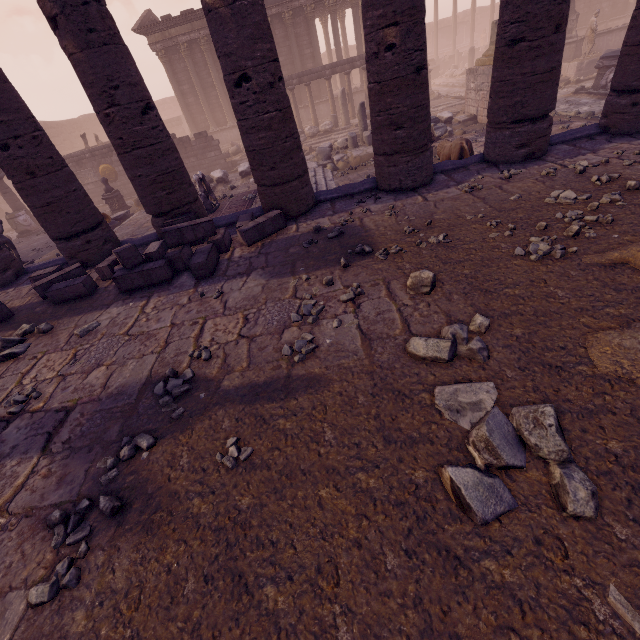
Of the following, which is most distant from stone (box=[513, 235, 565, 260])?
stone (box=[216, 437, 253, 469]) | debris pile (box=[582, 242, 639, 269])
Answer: stone (box=[216, 437, 253, 469])

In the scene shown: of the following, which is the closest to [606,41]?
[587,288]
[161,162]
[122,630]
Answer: [587,288]

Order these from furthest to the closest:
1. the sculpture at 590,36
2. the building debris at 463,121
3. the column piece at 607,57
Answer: the sculpture at 590,36 → the column piece at 607,57 → the building debris at 463,121

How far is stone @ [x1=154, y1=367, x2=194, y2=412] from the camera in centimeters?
302cm

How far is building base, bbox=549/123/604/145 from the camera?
6.23m

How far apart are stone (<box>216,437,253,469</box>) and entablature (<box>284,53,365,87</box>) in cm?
2146

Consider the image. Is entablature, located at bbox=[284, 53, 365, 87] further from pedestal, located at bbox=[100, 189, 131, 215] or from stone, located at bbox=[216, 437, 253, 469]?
stone, located at bbox=[216, 437, 253, 469]

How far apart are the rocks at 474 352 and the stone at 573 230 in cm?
190
